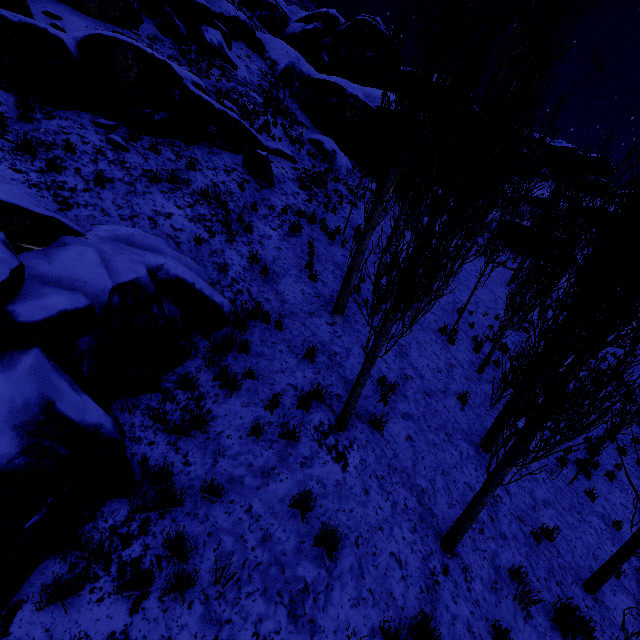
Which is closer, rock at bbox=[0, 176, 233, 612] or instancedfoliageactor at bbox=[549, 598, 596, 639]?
rock at bbox=[0, 176, 233, 612]

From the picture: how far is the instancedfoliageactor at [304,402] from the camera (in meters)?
5.73

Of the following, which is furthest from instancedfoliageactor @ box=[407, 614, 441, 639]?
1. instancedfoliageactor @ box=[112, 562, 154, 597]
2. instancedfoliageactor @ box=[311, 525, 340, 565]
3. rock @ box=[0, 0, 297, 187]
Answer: rock @ box=[0, 0, 297, 187]

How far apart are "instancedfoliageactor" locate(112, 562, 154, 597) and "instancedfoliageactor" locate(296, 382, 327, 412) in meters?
3.0 m

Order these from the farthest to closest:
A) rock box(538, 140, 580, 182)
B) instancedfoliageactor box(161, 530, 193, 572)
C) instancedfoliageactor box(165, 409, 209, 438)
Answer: rock box(538, 140, 580, 182), instancedfoliageactor box(165, 409, 209, 438), instancedfoliageactor box(161, 530, 193, 572)

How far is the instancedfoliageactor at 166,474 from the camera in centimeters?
374cm

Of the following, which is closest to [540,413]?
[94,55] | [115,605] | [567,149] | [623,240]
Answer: [623,240]
